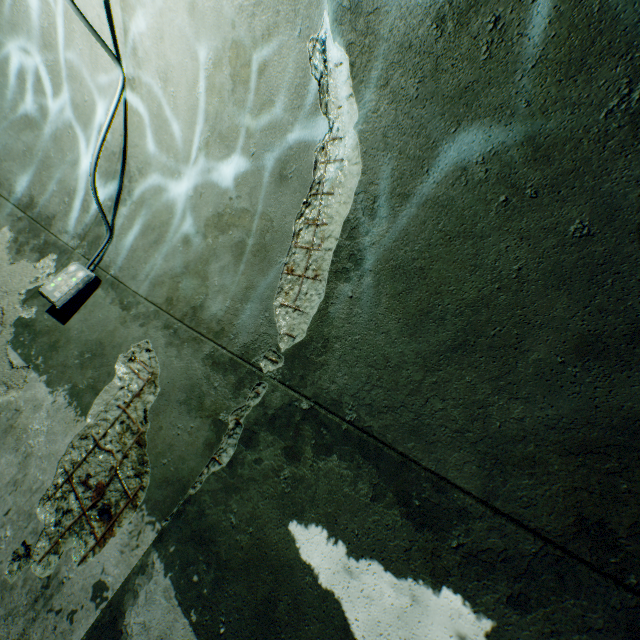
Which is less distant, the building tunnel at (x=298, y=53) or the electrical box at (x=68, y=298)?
the building tunnel at (x=298, y=53)

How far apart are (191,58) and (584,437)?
3.03m

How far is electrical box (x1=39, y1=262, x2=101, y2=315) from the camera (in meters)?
2.73

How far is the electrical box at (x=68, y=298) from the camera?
2.73m

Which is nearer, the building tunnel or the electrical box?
the building tunnel
